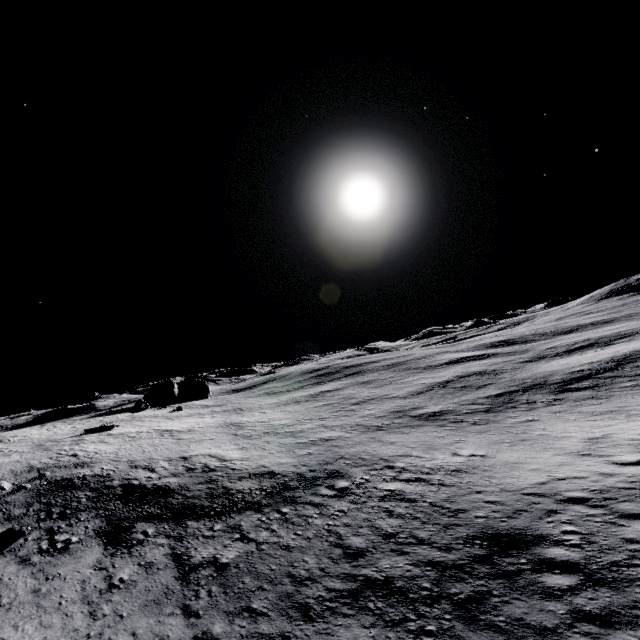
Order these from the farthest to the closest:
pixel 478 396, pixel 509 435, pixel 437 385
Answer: pixel 437 385
pixel 478 396
pixel 509 435
